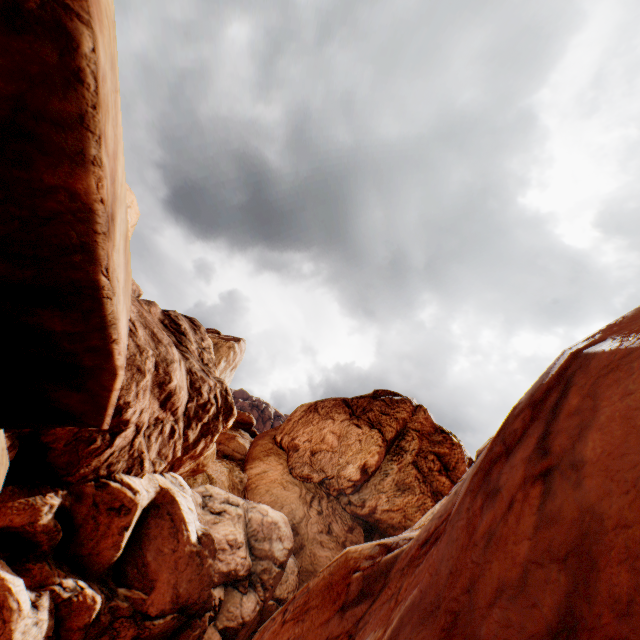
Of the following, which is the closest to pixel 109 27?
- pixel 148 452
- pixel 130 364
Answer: pixel 130 364
